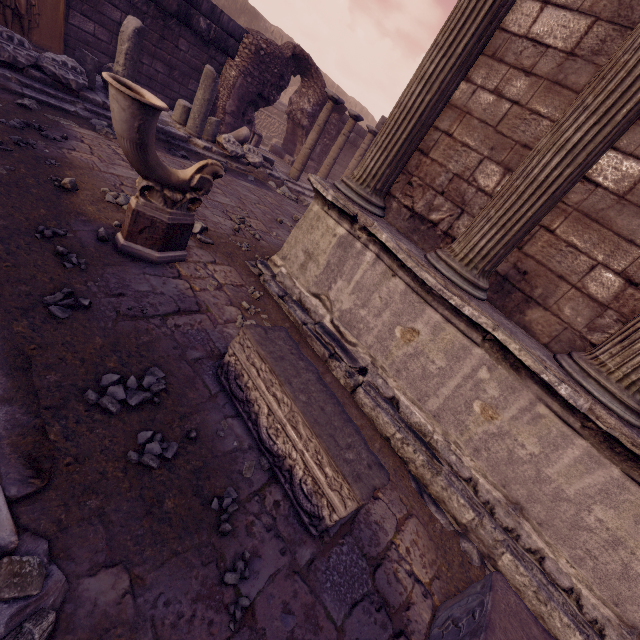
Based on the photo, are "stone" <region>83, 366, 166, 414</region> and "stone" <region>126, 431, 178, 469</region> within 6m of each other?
yes

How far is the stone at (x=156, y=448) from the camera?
1.7 meters

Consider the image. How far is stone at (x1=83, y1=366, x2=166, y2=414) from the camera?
1.8m

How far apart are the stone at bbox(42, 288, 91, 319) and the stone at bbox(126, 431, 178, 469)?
1.0m

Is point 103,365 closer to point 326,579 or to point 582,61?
point 326,579

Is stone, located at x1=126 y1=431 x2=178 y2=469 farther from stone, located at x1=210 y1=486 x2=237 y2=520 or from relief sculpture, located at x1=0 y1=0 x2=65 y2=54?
relief sculpture, located at x1=0 y1=0 x2=65 y2=54

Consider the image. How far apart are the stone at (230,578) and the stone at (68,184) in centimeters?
362cm

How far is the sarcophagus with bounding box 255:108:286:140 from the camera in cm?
1509
